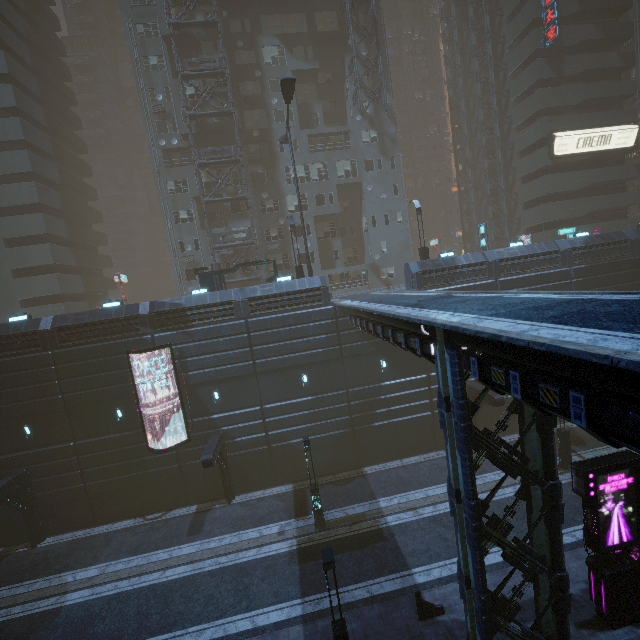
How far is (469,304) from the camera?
10.21m

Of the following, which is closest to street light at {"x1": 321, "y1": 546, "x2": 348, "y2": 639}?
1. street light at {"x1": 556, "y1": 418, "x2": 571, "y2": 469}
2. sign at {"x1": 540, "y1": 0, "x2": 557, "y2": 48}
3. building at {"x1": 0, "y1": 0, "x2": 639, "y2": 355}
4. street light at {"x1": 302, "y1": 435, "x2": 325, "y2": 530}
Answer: building at {"x1": 0, "y1": 0, "x2": 639, "y2": 355}

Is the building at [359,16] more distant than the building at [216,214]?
Yes

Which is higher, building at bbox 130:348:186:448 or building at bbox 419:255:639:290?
building at bbox 419:255:639:290

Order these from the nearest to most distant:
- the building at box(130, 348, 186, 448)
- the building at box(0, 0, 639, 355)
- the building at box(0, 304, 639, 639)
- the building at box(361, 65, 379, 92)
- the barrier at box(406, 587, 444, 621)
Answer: the building at box(0, 304, 639, 639)
the barrier at box(406, 587, 444, 621)
the building at box(130, 348, 186, 448)
the building at box(0, 0, 639, 355)
the building at box(361, 65, 379, 92)

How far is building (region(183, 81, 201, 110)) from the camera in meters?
31.2 m

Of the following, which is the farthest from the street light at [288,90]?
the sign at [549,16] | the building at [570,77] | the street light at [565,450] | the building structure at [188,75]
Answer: the sign at [549,16]

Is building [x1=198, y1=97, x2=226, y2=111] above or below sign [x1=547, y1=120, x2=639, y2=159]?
above
